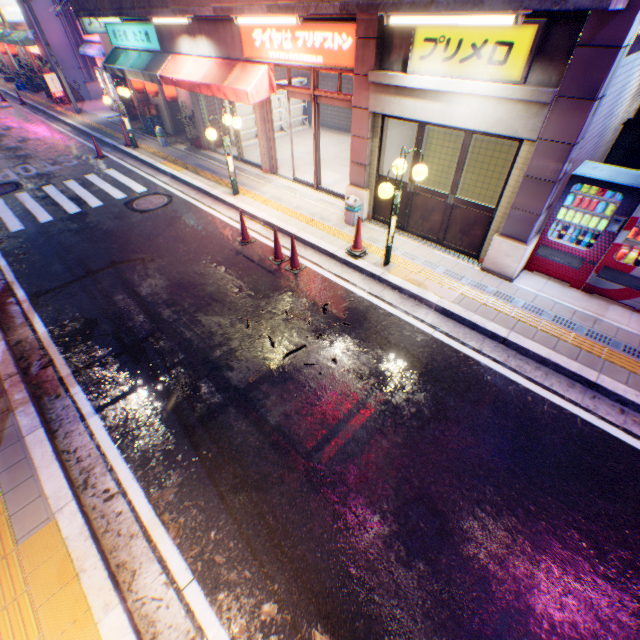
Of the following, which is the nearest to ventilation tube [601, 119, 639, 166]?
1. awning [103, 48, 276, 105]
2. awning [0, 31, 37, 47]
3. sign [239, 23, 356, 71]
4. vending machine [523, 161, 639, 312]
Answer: vending machine [523, 161, 639, 312]

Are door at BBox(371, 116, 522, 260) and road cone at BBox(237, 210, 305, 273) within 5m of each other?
yes

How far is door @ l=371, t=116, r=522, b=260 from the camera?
6.5m

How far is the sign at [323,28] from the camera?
6.8m

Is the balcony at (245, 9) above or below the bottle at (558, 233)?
above

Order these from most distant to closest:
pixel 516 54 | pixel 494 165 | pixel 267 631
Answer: pixel 494 165 < pixel 516 54 < pixel 267 631

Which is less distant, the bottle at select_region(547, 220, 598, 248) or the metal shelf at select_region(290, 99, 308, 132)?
the bottle at select_region(547, 220, 598, 248)

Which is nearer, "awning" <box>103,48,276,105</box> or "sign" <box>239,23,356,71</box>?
"sign" <box>239,23,356,71</box>
